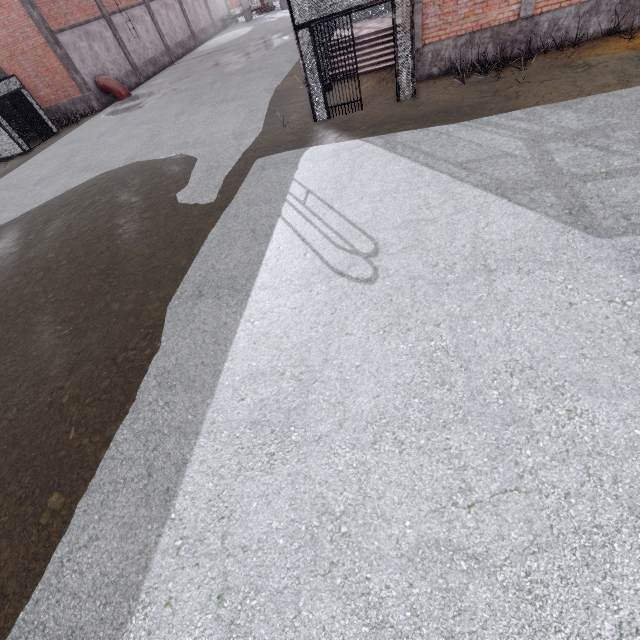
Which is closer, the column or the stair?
the stair

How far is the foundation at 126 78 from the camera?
→ 23.6 meters

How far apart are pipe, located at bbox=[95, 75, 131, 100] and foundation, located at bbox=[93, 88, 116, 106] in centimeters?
5cm

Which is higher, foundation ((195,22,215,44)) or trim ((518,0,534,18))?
trim ((518,0,534,18))

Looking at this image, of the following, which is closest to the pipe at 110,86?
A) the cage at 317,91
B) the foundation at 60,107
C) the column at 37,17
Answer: the column at 37,17

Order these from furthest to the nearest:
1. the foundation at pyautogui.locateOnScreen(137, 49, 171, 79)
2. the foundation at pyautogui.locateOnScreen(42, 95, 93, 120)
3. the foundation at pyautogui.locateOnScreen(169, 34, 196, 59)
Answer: the foundation at pyautogui.locateOnScreen(169, 34, 196, 59)
the foundation at pyautogui.locateOnScreen(137, 49, 171, 79)
the foundation at pyautogui.locateOnScreen(42, 95, 93, 120)

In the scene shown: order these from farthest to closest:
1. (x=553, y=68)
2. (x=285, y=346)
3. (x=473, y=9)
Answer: (x=473, y=9) < (x=553, y=68) < (x=285, y=346)
